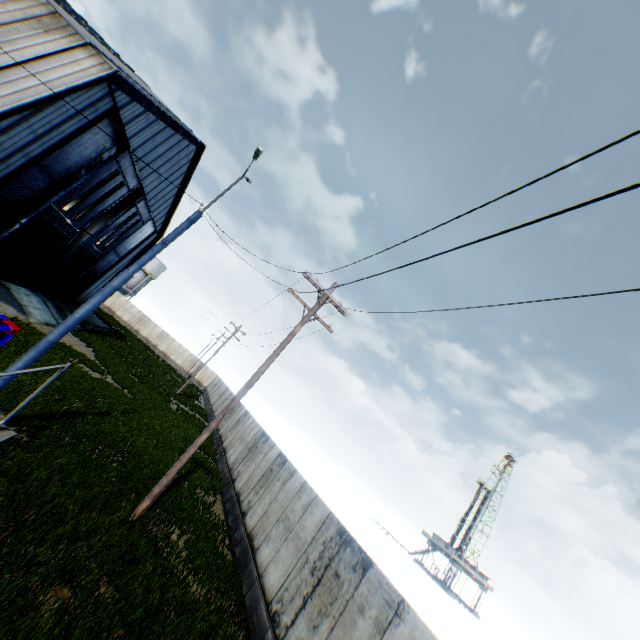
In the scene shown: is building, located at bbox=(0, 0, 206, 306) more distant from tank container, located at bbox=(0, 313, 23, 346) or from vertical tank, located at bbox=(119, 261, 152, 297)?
vertical tank, located at bbox=(119, 261, 152, 297)

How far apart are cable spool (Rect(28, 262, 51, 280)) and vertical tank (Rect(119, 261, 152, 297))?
32.6 meters

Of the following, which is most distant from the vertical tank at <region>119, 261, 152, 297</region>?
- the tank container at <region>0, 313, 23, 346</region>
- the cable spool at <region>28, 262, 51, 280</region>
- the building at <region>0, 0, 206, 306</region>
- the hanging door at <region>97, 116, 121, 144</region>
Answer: the tank container at <region>0, 313, 23, 346</region>

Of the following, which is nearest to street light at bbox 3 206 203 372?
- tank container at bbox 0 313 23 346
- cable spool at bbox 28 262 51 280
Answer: tank container at bbox 0 313 23 346

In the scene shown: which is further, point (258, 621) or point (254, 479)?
point (254, 479)

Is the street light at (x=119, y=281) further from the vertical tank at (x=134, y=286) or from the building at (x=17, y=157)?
the vertical tank at (x=134, y=286)

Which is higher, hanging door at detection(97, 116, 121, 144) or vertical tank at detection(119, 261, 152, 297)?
hanging door at detection(97, 116, 121, 144)

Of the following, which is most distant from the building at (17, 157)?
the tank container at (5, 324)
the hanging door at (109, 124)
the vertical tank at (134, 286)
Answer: the vertical tank at (134, 286)
